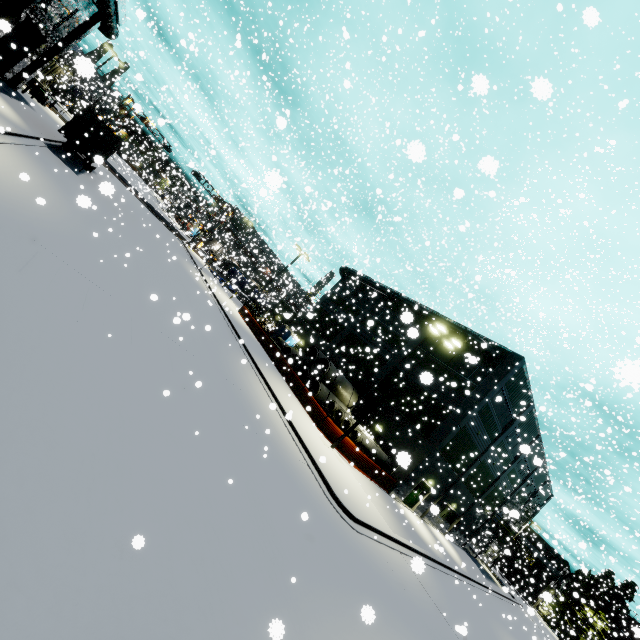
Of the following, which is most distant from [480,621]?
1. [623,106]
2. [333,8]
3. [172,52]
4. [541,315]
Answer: [172,52]

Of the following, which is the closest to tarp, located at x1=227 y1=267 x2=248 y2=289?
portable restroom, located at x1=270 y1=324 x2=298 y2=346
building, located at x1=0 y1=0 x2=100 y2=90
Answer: building, located at x1=0 y1=0 x2=100 y2=90

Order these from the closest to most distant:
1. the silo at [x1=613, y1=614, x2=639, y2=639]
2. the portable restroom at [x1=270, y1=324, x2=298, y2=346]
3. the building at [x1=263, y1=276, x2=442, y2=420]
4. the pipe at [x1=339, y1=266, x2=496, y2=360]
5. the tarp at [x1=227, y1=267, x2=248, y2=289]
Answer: the silo at [x1=613, y1=614, x2=639, y2=639], the pipe at [x1=339, y1=266, x2=496, y2=360], the building at [x1=263, y1=276, x2=442, y2=420], the portable restroom at [x1=270, y1=324, x2=298, y2=346], the tarp at [x1=227, y1=267, x2=248, y2=289]

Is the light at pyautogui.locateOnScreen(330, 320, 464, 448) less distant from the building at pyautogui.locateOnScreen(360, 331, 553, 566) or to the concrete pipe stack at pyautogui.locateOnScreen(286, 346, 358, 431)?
the concrete pipe stack at pyautogui.locateOnScreen(286, 346, 358, 431)

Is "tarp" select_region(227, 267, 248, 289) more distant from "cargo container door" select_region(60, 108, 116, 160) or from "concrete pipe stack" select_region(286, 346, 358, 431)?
"cargo container door" select_region(60, 108, 116, 160)

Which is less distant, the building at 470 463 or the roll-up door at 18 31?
the roll-up door at 18 31

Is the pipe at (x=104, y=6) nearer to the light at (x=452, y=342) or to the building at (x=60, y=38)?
the building at (x=60, y=38)

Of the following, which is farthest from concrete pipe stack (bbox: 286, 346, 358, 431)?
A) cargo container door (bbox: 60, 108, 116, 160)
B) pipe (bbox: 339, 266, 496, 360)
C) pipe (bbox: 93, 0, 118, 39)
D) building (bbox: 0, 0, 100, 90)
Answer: pipe (bbox: 93, 0, 118, 39)
